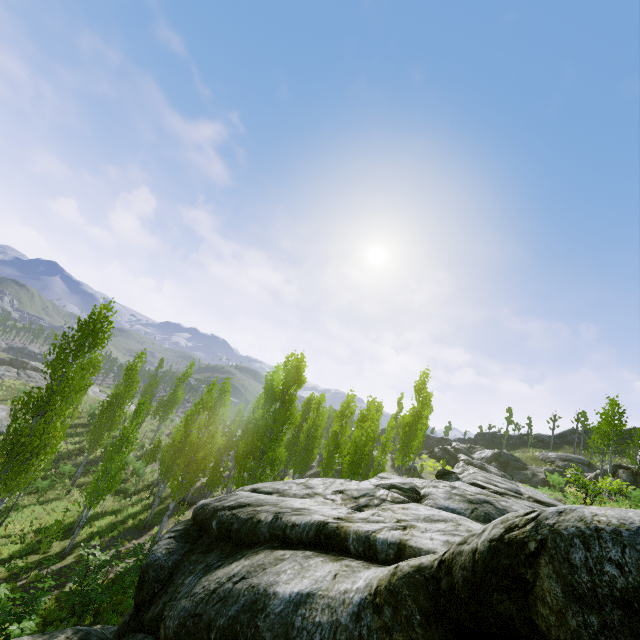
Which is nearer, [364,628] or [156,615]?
[364,628]

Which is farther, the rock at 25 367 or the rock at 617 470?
the rock at 25 367

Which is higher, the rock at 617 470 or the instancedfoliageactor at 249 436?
the rock at 617 470

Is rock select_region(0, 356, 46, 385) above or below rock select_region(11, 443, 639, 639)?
below

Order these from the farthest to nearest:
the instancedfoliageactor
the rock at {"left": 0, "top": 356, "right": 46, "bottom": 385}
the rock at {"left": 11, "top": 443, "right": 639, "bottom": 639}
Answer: the rock at {"left": 0, "top": 356, "right": 46, "bottom": 385} → the instancedfoliageactor → the rock at {"left": 11, "top": 443, "right": 639, "bottom": 639}

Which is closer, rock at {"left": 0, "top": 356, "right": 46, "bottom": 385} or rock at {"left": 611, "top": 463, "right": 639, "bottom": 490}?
rock at {"left": 611, "top": 463, "right": 639, "bottom": 490}

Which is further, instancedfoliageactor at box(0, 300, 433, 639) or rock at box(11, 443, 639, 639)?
instancedfoliageactor at box(0, 300, 433, 639)
